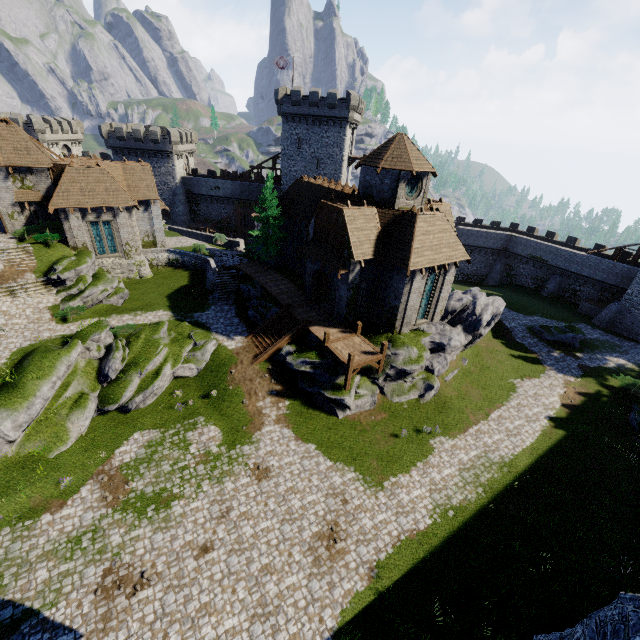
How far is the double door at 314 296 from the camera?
25.88m

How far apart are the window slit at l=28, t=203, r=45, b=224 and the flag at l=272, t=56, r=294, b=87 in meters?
34.7

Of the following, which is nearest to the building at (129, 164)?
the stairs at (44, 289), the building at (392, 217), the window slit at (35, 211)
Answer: the window slit at (35, 211)

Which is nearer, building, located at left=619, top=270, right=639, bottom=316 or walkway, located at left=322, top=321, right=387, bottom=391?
walkway, located at left=322, top=321, right=387, bottom=391

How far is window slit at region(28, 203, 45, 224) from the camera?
30.7m

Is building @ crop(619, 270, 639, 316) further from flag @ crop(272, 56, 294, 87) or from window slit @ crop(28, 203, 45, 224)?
window slit @ crop(28, 203, 45, 224)

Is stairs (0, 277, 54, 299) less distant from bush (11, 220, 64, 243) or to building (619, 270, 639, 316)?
bush (11, 220, 64, 243)

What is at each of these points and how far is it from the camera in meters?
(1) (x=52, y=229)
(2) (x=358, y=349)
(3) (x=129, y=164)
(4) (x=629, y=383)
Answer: (1) bush, 31.2 m
(2) walkway, 23.9 m
(3) building, 34.4 m
(4) bush, 28.5 m
